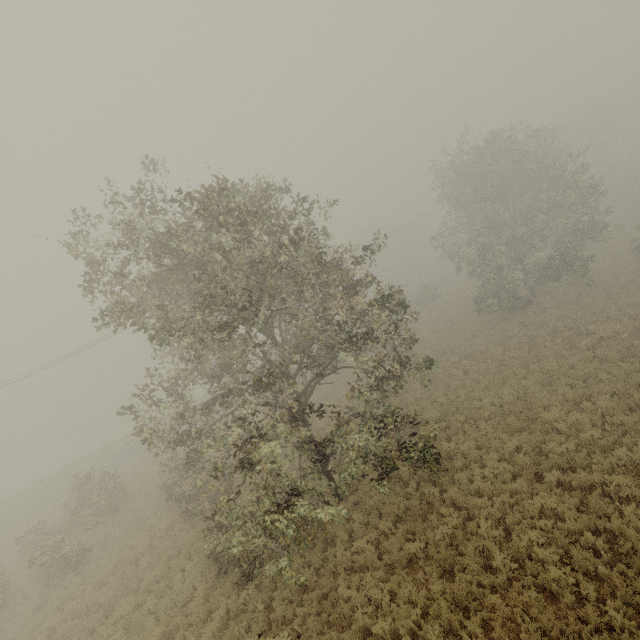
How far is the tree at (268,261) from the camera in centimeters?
875cm

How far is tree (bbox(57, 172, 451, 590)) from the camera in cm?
875

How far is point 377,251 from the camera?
11.78m
